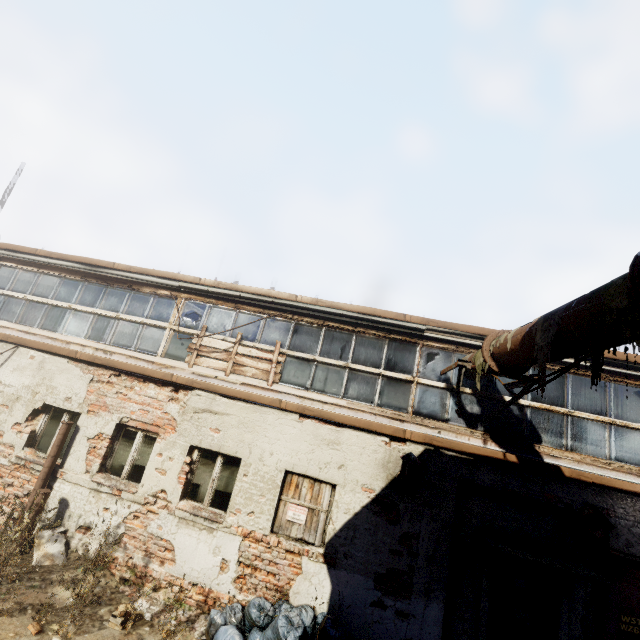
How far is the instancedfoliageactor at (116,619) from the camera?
4.98m

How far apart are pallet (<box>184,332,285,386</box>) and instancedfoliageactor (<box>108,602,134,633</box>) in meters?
4.1 m

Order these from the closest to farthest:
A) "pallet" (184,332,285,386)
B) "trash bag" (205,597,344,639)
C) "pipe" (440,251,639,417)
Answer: "pipe" (440,251,639,417) < "trash bag" (205,597,344,639) < "pallet" (184,332,285,386)

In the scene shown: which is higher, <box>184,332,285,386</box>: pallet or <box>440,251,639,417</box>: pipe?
<box>440,251,639,417</box>: pipe

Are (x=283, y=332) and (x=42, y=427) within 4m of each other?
no

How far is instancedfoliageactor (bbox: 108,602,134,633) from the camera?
5.0m

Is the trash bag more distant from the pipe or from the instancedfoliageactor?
the pipe

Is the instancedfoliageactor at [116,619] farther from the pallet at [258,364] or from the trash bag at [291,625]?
the pallet at [258,364]
